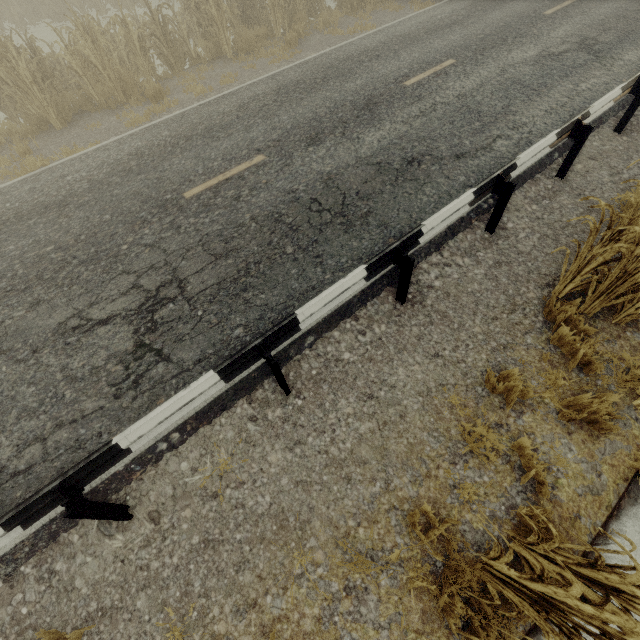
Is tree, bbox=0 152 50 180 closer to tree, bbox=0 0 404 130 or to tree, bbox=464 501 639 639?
tree, bbox=0 0 404 130

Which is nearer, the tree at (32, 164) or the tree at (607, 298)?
the tree at (607, 298)

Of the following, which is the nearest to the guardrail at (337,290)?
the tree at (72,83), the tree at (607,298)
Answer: the tree at (607,298)

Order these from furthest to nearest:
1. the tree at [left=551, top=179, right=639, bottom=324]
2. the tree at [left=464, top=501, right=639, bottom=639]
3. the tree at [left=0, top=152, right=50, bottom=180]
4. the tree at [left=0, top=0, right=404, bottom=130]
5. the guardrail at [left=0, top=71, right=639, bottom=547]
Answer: the tree at [left=0, top=0, right=404, bottom=130] < the tree at [left=0, top=152, right=50, bottom=180] < the tree at [left=551, top=179, right=639, bottom=324] < the guardrail at [left=0, top=71, right=639, bottom=547] < the tree at [left=464, top=501, right=639, bottom=639]

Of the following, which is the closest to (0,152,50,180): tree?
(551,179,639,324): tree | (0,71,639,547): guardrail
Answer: (0,71,639,547): guardrail

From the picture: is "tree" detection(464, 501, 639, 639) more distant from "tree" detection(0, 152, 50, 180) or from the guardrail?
"tree" detection(0, 152, 50, 180)

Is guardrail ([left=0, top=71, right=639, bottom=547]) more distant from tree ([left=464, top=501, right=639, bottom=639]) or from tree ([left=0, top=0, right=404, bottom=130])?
tree ([left=0, top=0, right=404, bottom=130])

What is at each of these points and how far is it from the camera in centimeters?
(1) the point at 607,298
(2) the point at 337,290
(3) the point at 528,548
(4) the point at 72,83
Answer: (1) tree, 384cm
(2) guardrail, 365cm
(3) tree, 278cm
(4) tree, 1023cm
